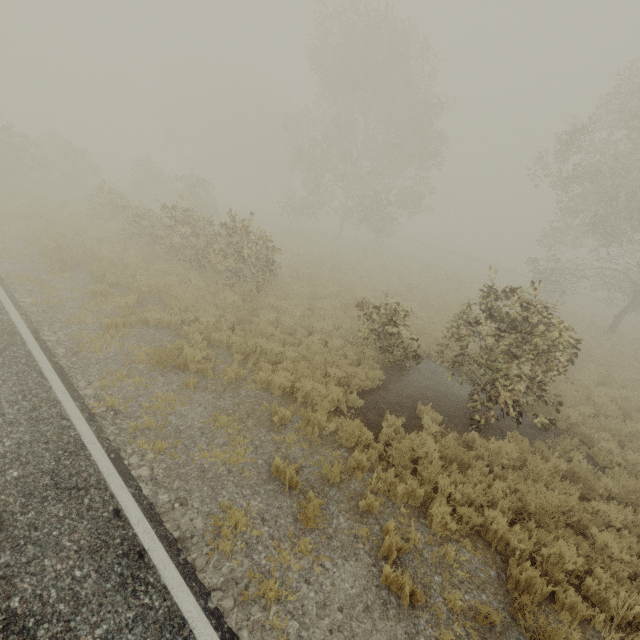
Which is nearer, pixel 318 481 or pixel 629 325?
pixel 318 481
